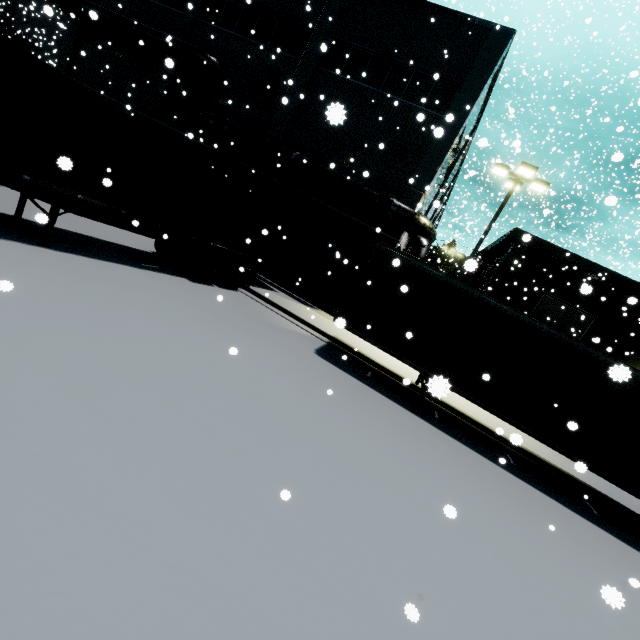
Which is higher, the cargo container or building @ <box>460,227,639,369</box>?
building @ <box>460,227,639,369</box>

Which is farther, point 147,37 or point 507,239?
point 507,239

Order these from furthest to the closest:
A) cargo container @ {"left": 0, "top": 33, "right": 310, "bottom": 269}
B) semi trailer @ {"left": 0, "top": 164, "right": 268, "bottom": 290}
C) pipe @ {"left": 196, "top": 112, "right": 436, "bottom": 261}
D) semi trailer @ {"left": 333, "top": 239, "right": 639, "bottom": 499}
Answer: pipe @ {"left": 196, "top": 112, "right": 436, "bottom": 261}, semi trailer @ {"left": 333, "top": 239, "right": 639, "bottom": 499}, semi trailer @ {"left": 0, "top": 164, "right": 268, "bottom": 290}, cargo container @ {"left": 0, "top": 33, "right": 310, "bottom": 269}

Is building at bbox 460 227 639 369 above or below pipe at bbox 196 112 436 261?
above

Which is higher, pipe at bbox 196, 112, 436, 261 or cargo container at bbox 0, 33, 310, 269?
pipe at bbox 196, 112, 436, 261

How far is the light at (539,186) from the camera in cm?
1339

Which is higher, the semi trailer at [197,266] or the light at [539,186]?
the light at [539,186]

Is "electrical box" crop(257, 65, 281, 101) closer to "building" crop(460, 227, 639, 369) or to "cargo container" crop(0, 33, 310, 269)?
"building" crop(460, 227, 639, 369)
